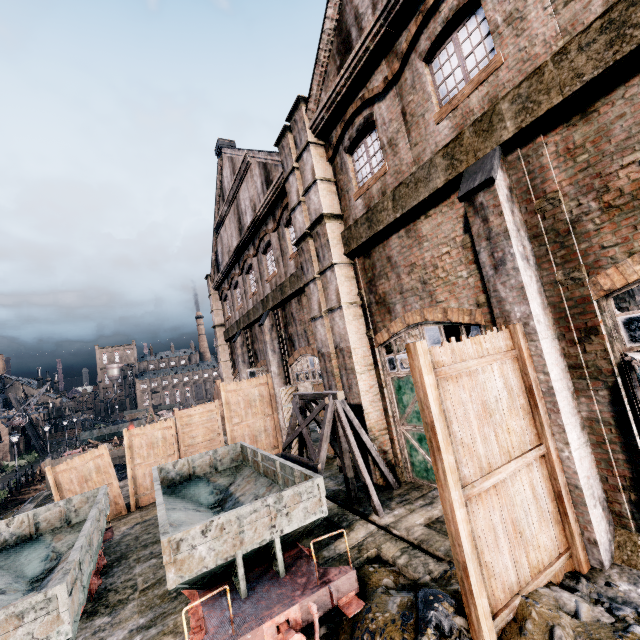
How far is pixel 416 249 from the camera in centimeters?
952cm

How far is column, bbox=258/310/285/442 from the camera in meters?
18.5

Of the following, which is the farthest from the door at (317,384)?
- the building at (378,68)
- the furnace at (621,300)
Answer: the furnace at (621,300)

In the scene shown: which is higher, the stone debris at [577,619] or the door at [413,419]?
the door at [413,419]

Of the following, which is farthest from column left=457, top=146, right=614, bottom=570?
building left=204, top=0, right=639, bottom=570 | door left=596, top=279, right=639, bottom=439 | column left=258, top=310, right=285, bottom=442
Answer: column left=258, top=310, right=285, bottom=442

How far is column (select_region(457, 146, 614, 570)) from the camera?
5.8m

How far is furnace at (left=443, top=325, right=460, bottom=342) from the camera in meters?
10.4 m

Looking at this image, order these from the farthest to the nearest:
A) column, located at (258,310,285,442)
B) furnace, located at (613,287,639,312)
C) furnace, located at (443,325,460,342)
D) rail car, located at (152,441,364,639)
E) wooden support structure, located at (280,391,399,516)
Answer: column, located at (258,310,285,442) → furnace, located at (613,287,639,312) → furnace, located at (443,325,460,342) → wooden support structure, located at (280,391,399,516) → rail car, located at (152,441,364,639)
